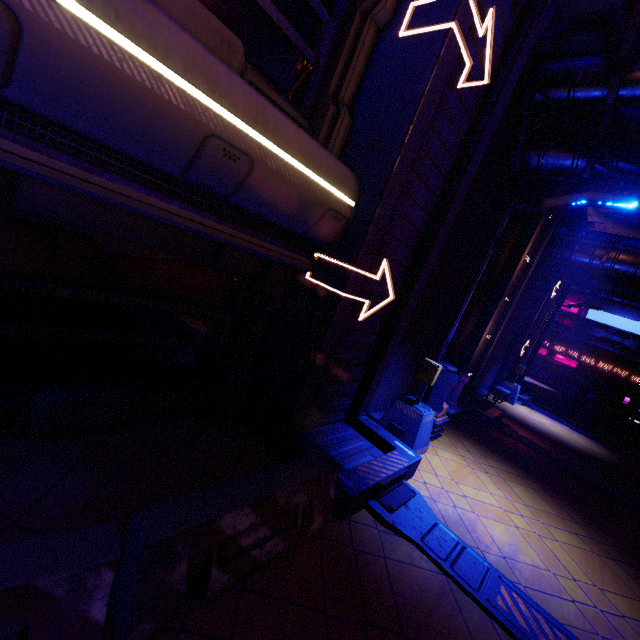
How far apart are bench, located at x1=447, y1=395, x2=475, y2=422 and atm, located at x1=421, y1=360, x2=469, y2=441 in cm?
35

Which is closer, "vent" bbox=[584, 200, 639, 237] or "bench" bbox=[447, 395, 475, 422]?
"bench" bbox=[447, 395, 475, 422]

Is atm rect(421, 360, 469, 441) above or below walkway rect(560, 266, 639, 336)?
below

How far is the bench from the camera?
9.1 meters

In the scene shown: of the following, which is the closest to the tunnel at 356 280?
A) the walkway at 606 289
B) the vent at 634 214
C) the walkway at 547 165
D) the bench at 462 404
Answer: the walkway at 547 165

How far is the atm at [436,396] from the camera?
7.9 meters

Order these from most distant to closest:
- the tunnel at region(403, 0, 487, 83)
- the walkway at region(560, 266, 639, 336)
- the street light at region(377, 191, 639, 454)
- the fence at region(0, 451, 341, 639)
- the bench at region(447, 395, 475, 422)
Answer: the walkway at region(560, 266, 639, 336) < the bench at region(447, 395, 475, 422) < the street light at region(377, 191, 639, 454) < the tunnel at region(403, 0, 487, 83) < the fence at region(0, 451, 341, 639)

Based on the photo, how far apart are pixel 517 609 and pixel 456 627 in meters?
1.1
